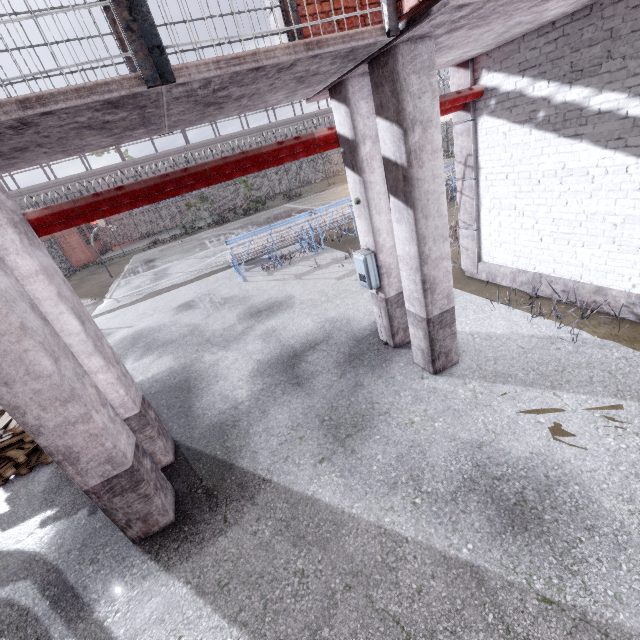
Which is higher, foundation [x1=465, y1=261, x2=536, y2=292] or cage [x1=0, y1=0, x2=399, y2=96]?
cage [x1=0, y1=0, x2=399, y2=96]

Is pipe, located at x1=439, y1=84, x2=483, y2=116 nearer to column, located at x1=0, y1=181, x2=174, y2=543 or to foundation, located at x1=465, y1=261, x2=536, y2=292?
column, located at x1=0, y1=181, x2=174, y2=543

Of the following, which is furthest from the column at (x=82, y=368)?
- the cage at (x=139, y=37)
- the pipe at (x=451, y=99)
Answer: the pipe at (x=451, y=99)

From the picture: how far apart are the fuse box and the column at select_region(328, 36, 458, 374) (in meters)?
0.53

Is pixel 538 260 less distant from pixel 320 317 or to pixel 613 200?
pixel 613 200

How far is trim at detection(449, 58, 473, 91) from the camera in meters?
5.4

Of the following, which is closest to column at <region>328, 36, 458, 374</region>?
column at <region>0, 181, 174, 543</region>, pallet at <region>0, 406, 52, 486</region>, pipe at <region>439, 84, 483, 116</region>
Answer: pipe at <region>439, 84, 483, 116</region>

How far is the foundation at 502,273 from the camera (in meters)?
6.05
